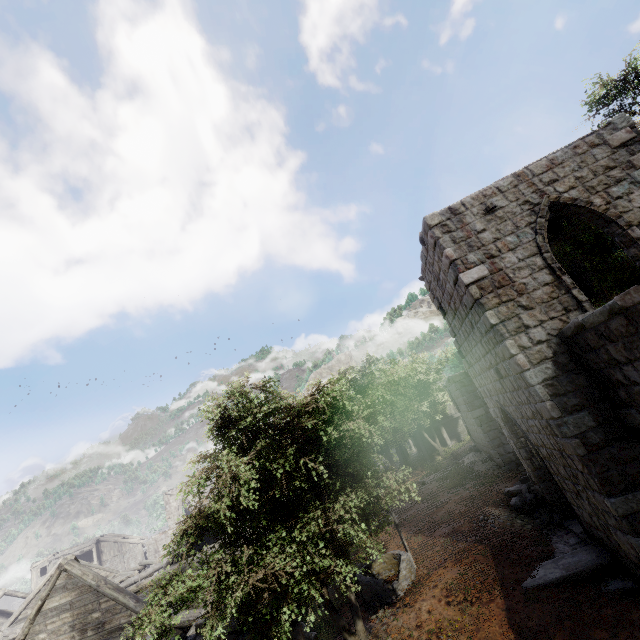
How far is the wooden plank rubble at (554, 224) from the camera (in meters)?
11.01

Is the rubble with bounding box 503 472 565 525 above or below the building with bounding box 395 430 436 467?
below

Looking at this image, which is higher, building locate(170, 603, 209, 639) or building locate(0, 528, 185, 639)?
building locate(170, 603, 209, 639)

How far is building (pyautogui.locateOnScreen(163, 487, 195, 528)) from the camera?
42.3 meters

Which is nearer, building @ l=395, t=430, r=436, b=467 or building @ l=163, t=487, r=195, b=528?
building @ l=395, t=430, r=436, b=467

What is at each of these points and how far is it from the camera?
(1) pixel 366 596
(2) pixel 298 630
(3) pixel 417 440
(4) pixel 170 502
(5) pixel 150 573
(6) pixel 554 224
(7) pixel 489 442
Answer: (1) well, 10.4m
(2) building, 6.6m
(3) building, 32.5m
(4) building, 43.1m
(5) building, 30.5m
(6) wooden plank rubble, 11.9m
(7) building, 16.7m

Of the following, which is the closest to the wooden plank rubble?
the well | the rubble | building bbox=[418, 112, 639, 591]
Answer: building bbox=[418, 112, 639, 591]

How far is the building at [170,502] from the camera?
42.3m
